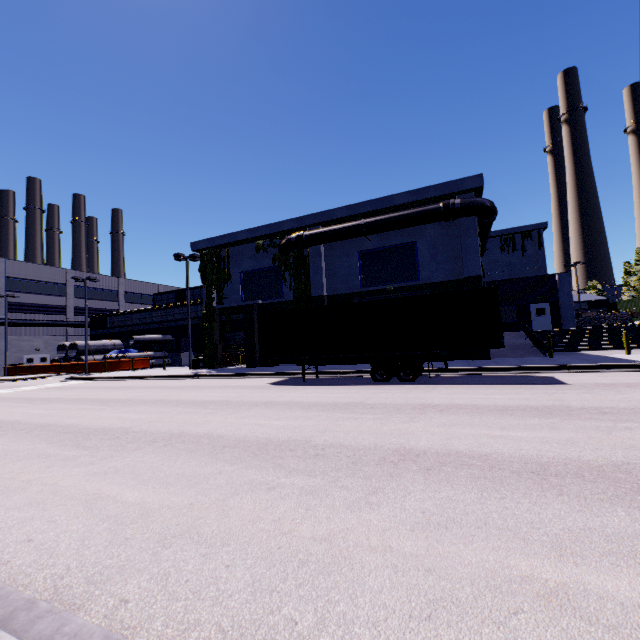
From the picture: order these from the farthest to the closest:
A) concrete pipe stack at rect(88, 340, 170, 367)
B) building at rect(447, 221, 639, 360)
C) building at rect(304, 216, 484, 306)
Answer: concrete pipe stack at rect(88, 340, 170, 367) → building at rect(447, 221, 639, 360) → building at rect(304, 216, 484, 306)

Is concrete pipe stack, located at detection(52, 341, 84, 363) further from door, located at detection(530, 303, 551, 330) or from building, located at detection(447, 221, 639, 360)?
door, located at detection(530, 303, 551, 330)

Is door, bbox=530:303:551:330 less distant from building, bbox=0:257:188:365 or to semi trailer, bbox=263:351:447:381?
building, bbox=0:257:188:365

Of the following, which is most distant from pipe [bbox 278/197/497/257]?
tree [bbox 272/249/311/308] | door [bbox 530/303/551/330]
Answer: door [bbox 530/303/551/330]

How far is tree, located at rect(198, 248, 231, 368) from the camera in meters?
26.2

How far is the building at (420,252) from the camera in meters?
19.1

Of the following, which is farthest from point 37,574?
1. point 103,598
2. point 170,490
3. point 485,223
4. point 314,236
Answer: point 485,223

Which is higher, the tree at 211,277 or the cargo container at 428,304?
the tree at 211,277
